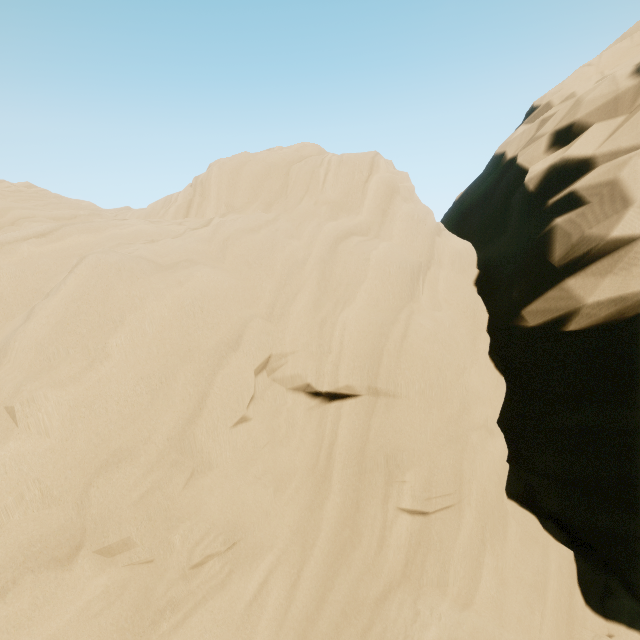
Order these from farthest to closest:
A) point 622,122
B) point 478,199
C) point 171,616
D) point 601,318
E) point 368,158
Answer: point 478,199 < point 368,158 < point 622,122 < point 601,318 < point 171,616
